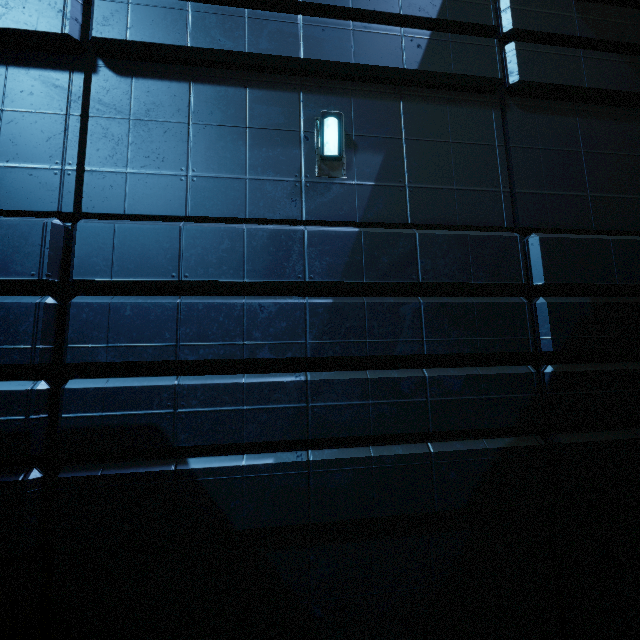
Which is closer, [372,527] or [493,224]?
[372,527]
